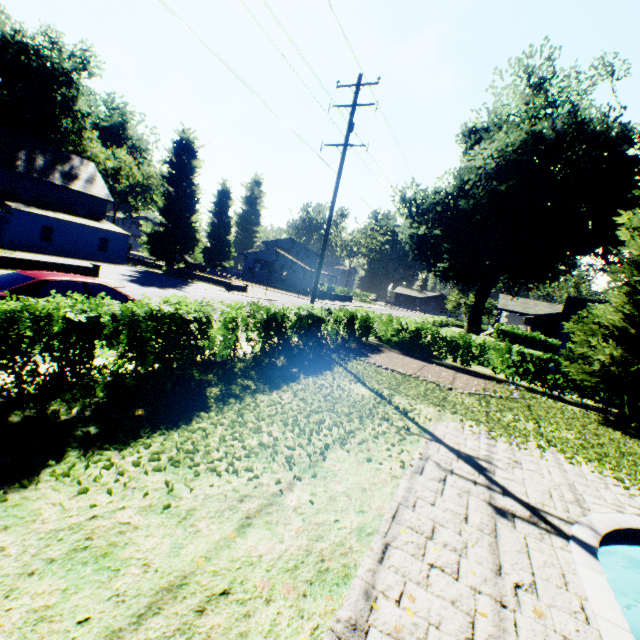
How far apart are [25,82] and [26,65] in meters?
3.5

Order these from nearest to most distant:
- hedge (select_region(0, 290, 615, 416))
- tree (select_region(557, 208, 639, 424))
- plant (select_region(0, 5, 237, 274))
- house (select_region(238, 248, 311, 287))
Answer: hedge (select_region(0, 290, 615, 416))
tree (select_region(557, 208, 639, 424))
plant (select_region(0, 5, 237, 274))
house (select_region(238, 248, 311, 287))

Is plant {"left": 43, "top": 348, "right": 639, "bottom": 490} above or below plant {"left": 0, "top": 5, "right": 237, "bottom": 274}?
below

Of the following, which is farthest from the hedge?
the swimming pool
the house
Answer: the house

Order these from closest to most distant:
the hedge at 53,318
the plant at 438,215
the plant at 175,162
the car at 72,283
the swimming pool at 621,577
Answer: the swimming pool at 621,577, the hedge at 53,318, the car at 72,283, the plant at 438,215, the plant at 175,162

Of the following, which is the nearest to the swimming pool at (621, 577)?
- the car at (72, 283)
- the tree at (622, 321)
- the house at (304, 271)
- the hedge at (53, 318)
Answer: the tree at (622, 321)

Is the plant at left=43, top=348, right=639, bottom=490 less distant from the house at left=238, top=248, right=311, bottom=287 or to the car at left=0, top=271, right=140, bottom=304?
the house at left=238, top=248, right=311, bottom=287

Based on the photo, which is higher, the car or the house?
the house
